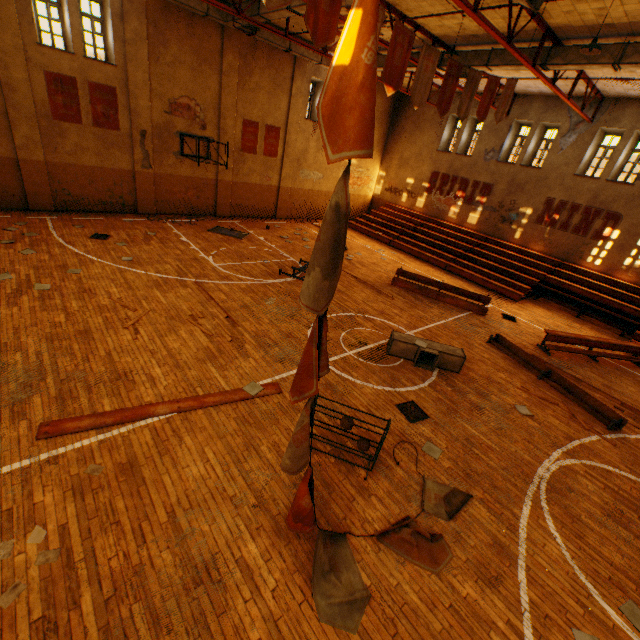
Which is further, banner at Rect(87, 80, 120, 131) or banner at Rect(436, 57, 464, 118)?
banner at Rect(87, 80, 120, 131)

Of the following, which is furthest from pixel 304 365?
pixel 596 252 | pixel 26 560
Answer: pixel 596 252

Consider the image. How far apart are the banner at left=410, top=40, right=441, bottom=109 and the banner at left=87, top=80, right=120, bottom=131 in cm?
1259

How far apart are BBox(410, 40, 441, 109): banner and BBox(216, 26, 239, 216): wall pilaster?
11.8m

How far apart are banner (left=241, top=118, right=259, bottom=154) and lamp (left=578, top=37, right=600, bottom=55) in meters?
14.0

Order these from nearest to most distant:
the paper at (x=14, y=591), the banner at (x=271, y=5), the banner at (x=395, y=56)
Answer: the paper at (x=14, y=591)
the banner at (x=271, y=5)
the banner at (x=395, y=56)

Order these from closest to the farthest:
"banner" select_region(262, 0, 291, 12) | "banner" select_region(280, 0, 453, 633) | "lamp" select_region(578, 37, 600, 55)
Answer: "banner" select_region(280, 0, 453, 633) < "banner" select_region(262, 0, 291, 12) < "lamp" select_region(578, 37, 600, 55)

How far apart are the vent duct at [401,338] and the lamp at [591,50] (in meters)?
7.98
